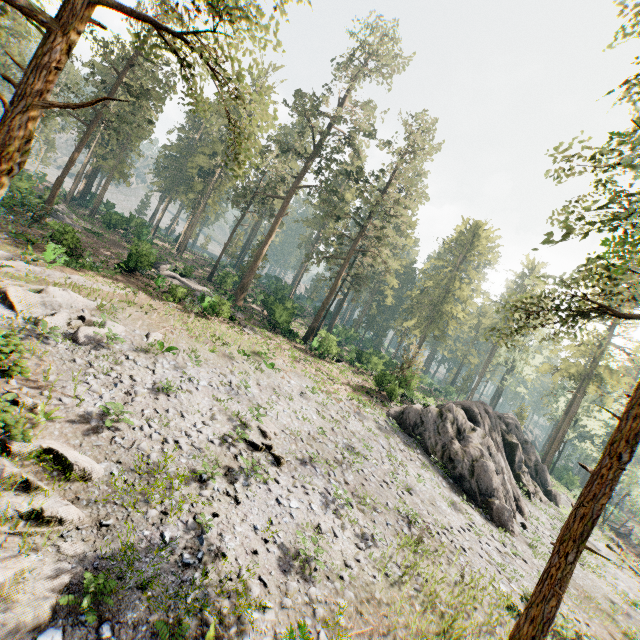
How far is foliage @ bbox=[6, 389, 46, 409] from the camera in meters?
10.2

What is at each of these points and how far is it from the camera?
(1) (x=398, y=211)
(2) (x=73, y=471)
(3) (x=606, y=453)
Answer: (1) foliage, 41.8m
(2) foliage, 9.2m
(3) foliage, 9.9m

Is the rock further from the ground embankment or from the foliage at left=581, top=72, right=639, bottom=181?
the ground embankment

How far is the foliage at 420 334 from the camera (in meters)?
31.75

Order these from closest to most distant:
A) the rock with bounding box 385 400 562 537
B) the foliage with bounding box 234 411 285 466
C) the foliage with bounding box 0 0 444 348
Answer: the foliage with bounding box 0 0 444 348 < the foliage with bounding box 234 411 285 466 < the rock with bounding box 385 400 562 537

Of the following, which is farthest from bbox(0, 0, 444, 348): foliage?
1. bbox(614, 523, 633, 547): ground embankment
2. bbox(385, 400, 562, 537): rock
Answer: bbox(614, 523, 633, 547): ground embankment

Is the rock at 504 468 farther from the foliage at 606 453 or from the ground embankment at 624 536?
the ground embankment at 624 536
